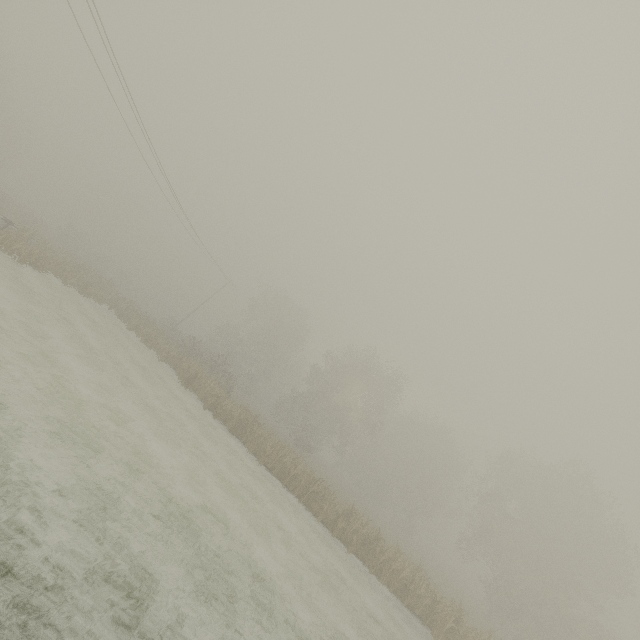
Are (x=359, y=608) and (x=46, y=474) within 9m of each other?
no
